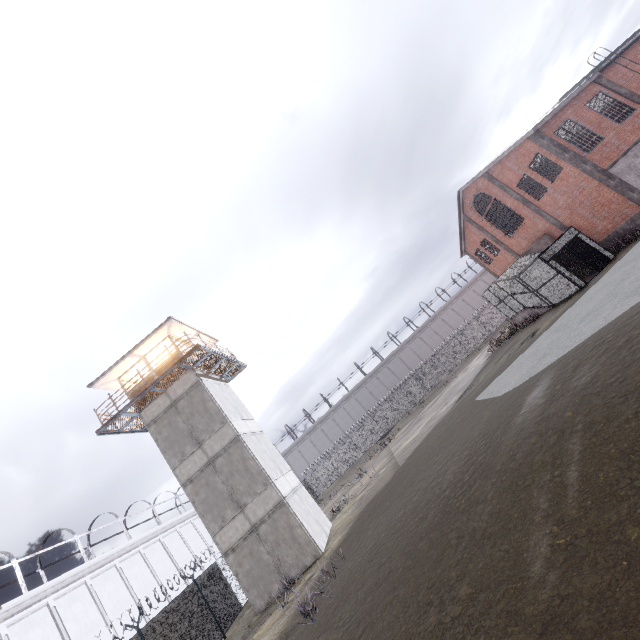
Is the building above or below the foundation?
below

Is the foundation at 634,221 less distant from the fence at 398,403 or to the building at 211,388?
the fence at 398,403

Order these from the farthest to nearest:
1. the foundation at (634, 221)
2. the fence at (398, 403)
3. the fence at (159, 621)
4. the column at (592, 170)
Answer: the fence at (398, 403)
the foundation at (634, 221)
the column at (592, 170)
the fence at (159, 621)

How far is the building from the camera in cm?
1543

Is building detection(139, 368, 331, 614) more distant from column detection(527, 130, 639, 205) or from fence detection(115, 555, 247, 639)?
column detection(527, 130, 639, 205)

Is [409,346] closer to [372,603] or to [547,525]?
[372,603]

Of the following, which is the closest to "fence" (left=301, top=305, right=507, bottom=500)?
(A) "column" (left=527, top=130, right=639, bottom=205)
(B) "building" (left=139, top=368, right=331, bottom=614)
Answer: (B) "building" (left=139, top=368, right=331, bottom=614)

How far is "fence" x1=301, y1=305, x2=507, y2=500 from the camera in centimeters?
4212cm
